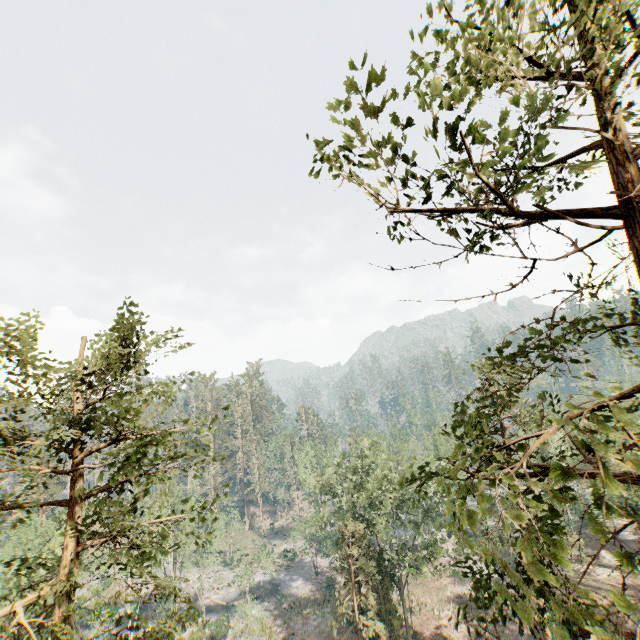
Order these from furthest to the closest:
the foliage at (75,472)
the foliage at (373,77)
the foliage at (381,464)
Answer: the foliage at (75,472) < the foliage at (373,77) < the foliage at (381,464)

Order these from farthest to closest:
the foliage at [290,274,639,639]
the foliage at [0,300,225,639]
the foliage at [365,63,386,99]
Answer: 1. the foliage at [0,300,225,639]
2. the foliage at [365,63,386,99]
3. the foliage at [290,274,639,639]

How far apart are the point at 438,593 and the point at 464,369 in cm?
3322

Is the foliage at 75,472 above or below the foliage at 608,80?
below

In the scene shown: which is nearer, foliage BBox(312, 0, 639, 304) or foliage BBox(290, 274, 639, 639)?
foliage BBox(290, 274, 639, 639)

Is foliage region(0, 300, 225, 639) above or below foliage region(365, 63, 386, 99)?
below

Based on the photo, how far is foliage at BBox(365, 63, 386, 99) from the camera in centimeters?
410cm
